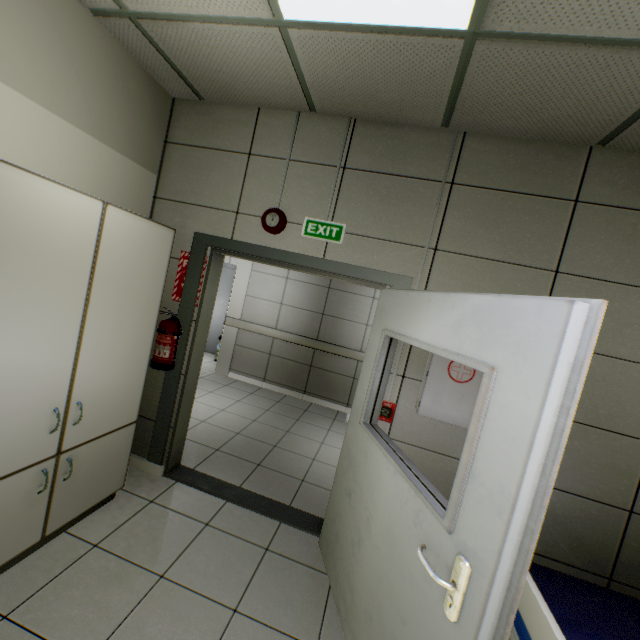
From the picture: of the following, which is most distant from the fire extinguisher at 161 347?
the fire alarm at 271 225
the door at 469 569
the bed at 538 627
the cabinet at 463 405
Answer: the bed at 538 627

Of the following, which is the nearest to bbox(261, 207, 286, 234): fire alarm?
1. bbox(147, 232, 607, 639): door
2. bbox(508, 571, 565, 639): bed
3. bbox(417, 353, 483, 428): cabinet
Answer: bbox(147, 232, 607, 639): door

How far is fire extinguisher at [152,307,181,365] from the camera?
2.6m

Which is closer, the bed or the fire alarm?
the bed

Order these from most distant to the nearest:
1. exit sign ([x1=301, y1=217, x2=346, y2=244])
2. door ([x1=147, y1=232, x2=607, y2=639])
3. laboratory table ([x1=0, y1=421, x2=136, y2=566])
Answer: exit sign ([x1=301, y1=217, x2=346, y2=244]) < laboratory table ([x1=0, y1=421, x2=136, y2=566]) < door ([x1=147, y1=232, x2=607, y2=639])

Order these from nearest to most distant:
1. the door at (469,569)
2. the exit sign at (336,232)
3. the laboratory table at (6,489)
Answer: the door at (469,569) → the laboratory table at (6,489) → the exit sign at (336,232)

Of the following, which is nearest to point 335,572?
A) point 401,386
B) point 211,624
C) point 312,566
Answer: point 312,566

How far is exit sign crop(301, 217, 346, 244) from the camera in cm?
249
